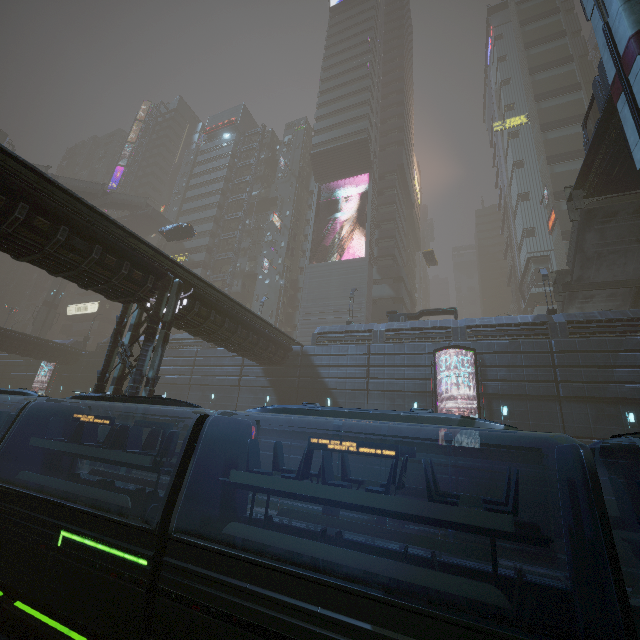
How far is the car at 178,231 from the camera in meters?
34.7 m

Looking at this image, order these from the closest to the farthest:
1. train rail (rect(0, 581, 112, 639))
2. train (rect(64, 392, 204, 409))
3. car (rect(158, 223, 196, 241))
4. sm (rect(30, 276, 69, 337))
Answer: train rail (rect(0, 581, 112, 639)), train (rect(64, 392, 204, 409)), car (rect(158, 223, 196, 241)), sm (rect(30, 276, 69, 337))

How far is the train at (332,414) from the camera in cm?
646

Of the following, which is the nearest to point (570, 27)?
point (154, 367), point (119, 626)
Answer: point (154, 367)

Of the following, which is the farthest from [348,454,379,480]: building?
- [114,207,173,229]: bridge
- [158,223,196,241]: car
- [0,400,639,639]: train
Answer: [158,223,196,241]: car

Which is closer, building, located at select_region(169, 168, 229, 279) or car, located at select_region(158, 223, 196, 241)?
car, located at select_region(158, 223, 196, 241)

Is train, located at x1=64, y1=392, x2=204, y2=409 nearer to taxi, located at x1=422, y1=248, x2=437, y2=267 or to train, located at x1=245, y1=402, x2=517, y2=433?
train, located at x1=245, y1=402, x2=517, y2=433

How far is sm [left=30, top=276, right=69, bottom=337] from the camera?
53.3 meters
